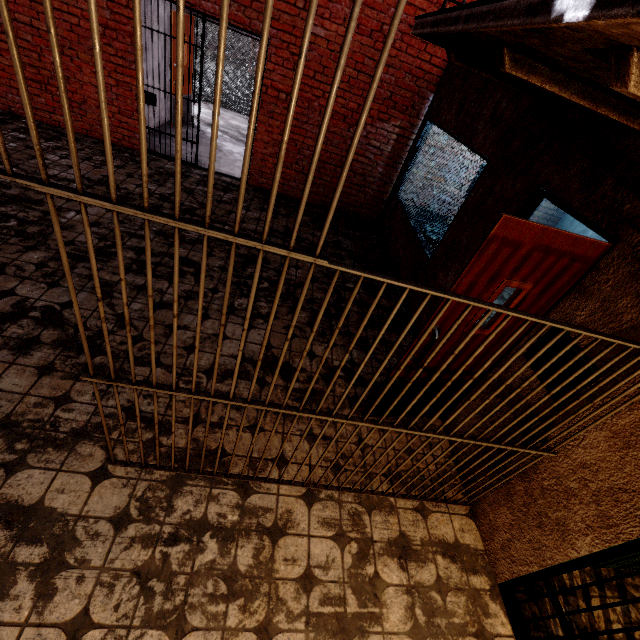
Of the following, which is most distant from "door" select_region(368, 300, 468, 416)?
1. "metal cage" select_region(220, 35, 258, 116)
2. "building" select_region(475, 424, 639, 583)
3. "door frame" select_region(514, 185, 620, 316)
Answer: "metal cage" select_region(220, 35, 258, 116)

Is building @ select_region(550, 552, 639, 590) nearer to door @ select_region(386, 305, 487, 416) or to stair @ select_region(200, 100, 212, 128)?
door @ select_region(386, 305, 487, 416)

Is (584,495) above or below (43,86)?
above

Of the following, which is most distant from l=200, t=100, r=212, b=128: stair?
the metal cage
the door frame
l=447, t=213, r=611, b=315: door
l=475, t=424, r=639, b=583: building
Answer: l=475, t=424, r=639, b=583: building

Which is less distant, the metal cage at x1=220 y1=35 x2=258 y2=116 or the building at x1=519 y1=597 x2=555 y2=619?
the building at x1=519 y1=597 x2=555 y2=619

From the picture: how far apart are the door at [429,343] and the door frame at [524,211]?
0.1 meters

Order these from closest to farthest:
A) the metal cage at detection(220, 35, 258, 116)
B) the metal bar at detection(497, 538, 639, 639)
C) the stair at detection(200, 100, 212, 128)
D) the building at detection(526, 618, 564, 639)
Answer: the metal bar at detection(497, 538, 639, 639), the building at detection(526, 618, 564, 639), the stair at detection(200, 100, 212, 128), the metal cage at detection(220, 35, 258, 116)
